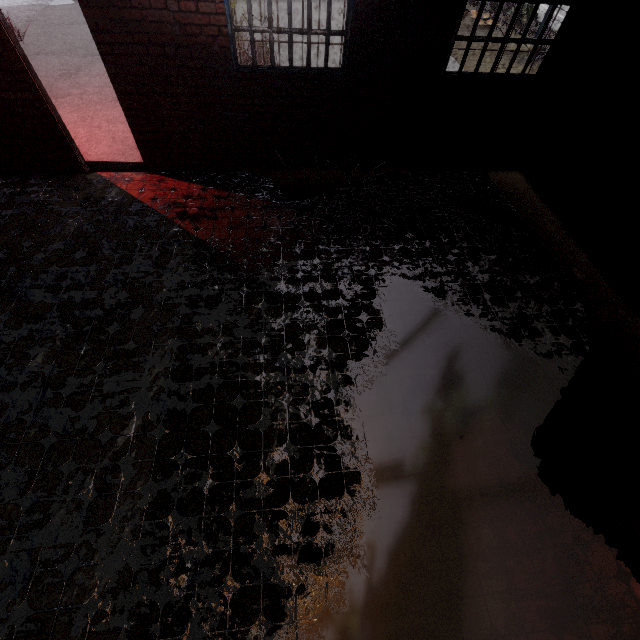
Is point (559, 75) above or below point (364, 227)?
above
